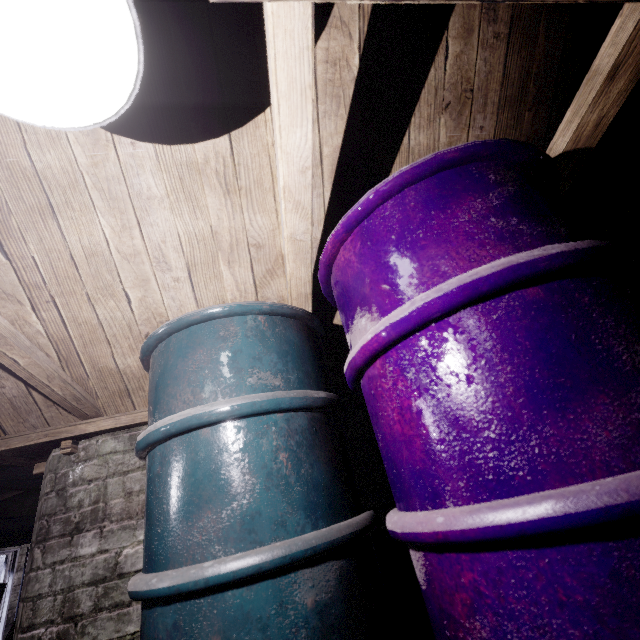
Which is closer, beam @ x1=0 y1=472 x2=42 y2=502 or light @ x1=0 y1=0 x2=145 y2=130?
light @ x1=0 y1=0 x2=145 y2=130

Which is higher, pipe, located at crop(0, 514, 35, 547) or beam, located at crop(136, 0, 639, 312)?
beam, located at crop(136, 0, 639, 312)

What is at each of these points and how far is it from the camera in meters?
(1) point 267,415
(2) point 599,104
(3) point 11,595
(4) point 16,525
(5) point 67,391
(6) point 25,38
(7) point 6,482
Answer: (1) barrel, 0.9
(2) beam, 0.9
(3) window, 5.0
(4) pipe, 2.9
(5) beam, 1.4
(6) light, 0.4
(7) beam, 3.3

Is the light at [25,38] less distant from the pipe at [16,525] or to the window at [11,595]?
the pipe at [16,525]

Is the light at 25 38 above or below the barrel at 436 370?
above

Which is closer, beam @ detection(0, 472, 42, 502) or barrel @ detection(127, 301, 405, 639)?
barrel @ detection(127, 301, 405, 639)

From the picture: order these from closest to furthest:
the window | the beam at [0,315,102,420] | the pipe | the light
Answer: the light, the beam at [0,315,102,420], the pipe, the window

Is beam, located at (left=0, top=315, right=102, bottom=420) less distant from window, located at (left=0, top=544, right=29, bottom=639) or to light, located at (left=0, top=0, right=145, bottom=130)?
light, located at (left=0, top=0, right=145, bottom=130)
